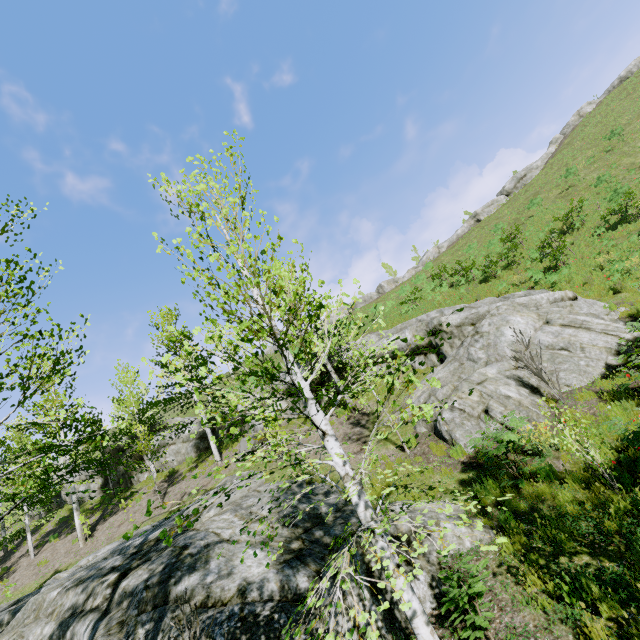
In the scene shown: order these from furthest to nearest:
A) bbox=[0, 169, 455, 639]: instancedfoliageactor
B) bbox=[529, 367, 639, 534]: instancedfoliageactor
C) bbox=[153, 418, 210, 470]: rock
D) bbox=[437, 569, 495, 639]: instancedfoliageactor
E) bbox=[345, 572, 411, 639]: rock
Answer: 1. bbox=[153, 418, 210, 470]: rock
2. bbox=[529, 367, 639, 534]: instancedfoliageactor
3. bbox=[345, 572, 411, 639]: rock
4. bbox=[437, 569, 495, 639]: instancedfoliageactor
5. bbox=[0, 169, 455, 639]: instancedfoliageactor

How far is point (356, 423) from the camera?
13.75m

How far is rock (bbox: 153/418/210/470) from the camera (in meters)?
22.86

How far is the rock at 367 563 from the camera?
5.49m

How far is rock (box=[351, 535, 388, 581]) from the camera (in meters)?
5.49

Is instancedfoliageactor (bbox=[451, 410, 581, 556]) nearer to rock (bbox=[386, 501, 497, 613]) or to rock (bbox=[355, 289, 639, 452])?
rock (bbox=[386, 501, 497, 613])

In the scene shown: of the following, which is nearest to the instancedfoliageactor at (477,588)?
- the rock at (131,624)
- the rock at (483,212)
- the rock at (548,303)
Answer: Result: the rock at (131,624)
